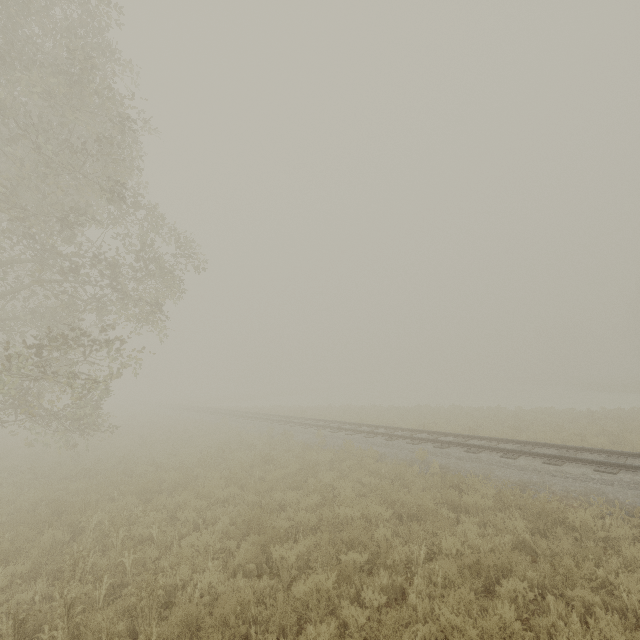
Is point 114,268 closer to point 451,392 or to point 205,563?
point 205,563
